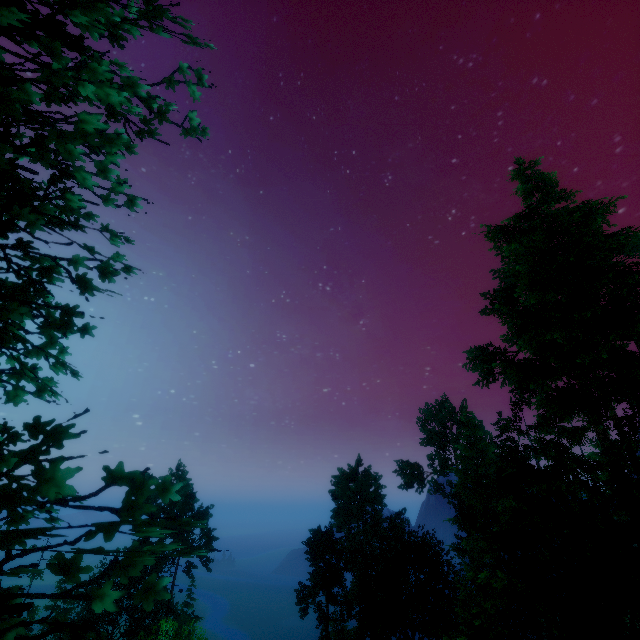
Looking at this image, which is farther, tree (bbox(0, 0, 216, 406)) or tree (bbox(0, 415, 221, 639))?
tree (bbox(0, 0, 216, 406))

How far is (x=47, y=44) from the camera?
4.6m

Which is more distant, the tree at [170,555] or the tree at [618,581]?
the tree at [618,581]

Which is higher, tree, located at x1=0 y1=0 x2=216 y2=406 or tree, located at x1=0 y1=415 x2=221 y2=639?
tree, located at x1=0 y1=0 x2=216 y2=406

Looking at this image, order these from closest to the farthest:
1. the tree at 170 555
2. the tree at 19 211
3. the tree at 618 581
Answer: the tree at 170 555
the tree at 19 211
the tree at 618 581

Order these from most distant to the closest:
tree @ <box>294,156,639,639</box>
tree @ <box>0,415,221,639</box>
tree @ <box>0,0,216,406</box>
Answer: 1. tree @ <box>294,156,639,639</box>
2. tree @ <box>0,0,216,406</box>
3. tree @ <box>0,415,221,639</box>
